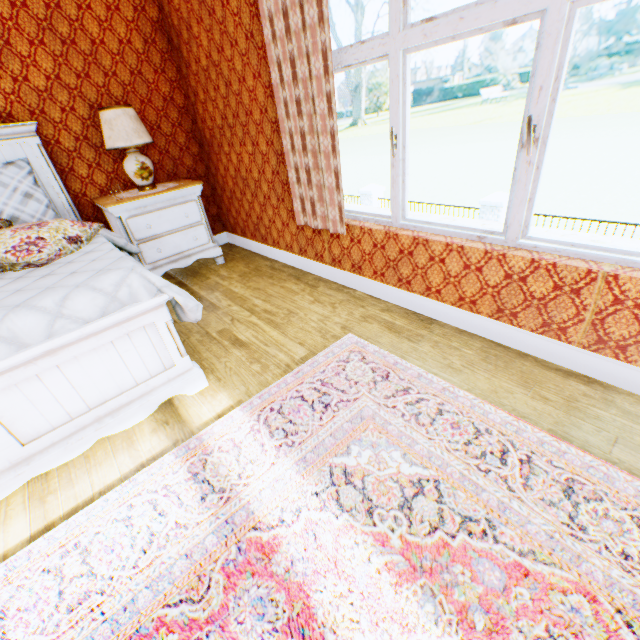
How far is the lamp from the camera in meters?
3.2 m

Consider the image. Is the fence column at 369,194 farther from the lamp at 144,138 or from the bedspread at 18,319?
the bedspread at 18,319

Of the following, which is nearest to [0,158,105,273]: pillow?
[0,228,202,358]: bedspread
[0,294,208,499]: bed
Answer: [0,228,202,358]: bedspread

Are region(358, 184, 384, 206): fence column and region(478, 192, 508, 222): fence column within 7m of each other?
yes

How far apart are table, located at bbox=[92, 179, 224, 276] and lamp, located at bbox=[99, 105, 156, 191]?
0.3m

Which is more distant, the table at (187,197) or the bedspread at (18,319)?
the table at (187,197)

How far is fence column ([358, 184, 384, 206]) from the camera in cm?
1438

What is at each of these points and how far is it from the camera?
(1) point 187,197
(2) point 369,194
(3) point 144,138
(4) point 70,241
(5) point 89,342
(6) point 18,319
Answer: (1) table, 3.73m
(2) fence column, 14.41m
(3) lamp, 3.40m
(4) pillow, 2.19m
(5) bed, 1.72m
(6) bedspread, 1.53m
